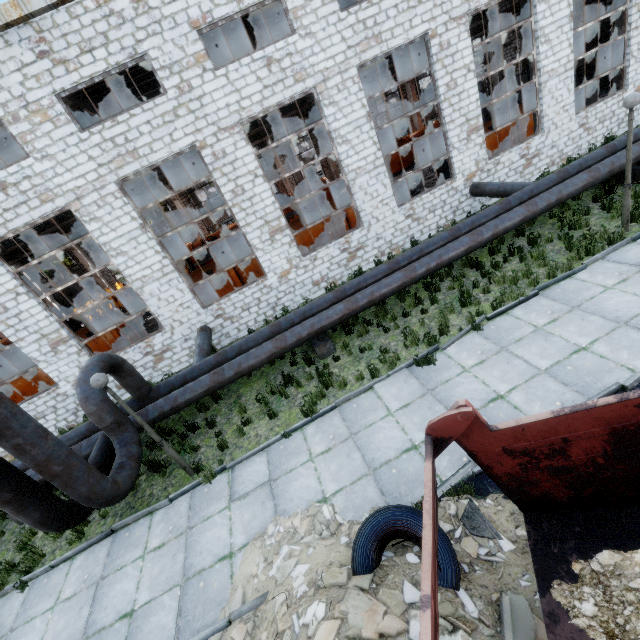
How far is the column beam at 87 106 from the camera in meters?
13.1 m

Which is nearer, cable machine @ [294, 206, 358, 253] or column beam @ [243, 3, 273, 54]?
column beam @ [243, 3, 273, 54]

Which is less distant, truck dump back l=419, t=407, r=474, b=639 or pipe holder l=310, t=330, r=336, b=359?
truck dump back l=419, t=407, r=474, b=639

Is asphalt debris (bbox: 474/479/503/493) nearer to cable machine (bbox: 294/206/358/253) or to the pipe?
the pipe

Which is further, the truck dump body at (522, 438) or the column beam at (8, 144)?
the column beam at (8, 144)

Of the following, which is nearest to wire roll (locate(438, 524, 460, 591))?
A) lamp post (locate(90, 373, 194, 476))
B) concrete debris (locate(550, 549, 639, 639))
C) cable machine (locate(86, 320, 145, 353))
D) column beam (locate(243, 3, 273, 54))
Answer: concrete debris (locate(550, 549, 639, 639))

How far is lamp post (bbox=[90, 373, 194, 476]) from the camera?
6.46m

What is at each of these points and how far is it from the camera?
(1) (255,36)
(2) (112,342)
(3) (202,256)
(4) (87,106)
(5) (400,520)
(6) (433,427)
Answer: (1) column beam, 16.0 meters
(2) cable machine, 15.0 meters
(3) wire spool, 18.8 meters
(4) column beam, 14.8 meters
(5) wire roll, 4.5 meters
(6) truck dump back, 3.0 meters
